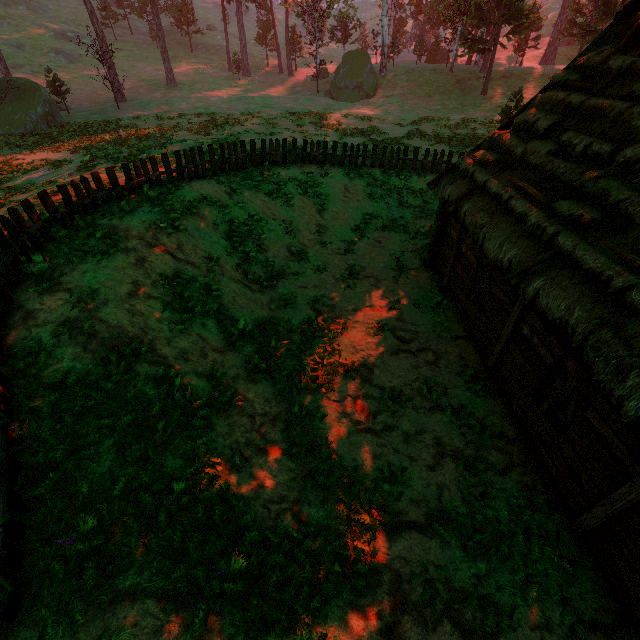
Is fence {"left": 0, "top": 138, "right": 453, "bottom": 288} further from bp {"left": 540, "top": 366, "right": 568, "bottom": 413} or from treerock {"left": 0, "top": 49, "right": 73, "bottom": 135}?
bp {"left": 540, "top": 366, "right": 568, "bottom": 413}

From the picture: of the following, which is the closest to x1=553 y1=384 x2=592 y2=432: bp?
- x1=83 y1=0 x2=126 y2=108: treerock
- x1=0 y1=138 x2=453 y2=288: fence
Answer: x1=83 y1=0 x2=126 y2=108: treerock

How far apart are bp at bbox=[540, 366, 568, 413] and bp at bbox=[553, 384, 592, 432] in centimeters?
20cm

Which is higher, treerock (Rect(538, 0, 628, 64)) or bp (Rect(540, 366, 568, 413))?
treerock (Rect(538, 0, 628, 64))

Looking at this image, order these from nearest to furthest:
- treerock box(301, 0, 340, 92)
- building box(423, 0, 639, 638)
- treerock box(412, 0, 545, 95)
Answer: building box(423, 0, 639, 638) < treerock box(412, 0, 545, 95) < treerock box(301, 0, 340, 92)

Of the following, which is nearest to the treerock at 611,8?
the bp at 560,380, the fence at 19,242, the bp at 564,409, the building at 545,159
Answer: the building at 545,159

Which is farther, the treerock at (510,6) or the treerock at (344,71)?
the treerock at (344,71)

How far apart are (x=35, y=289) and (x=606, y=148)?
13.4 meters
